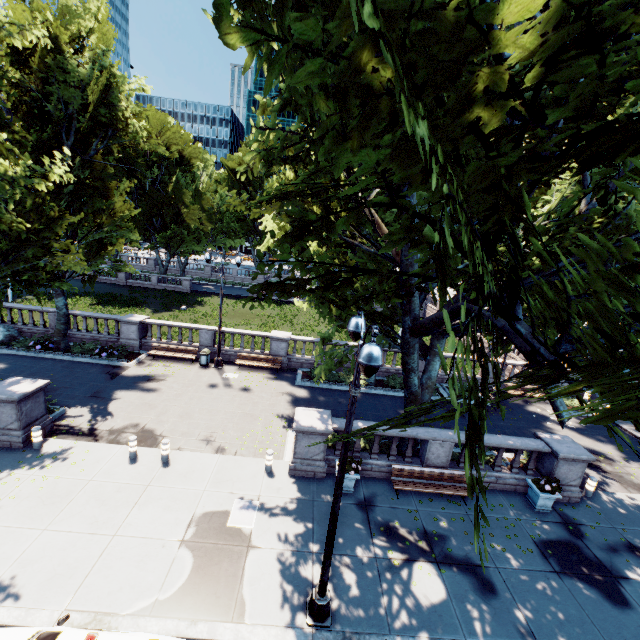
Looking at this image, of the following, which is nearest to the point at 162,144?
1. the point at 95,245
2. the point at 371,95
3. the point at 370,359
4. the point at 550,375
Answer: the point at 95,245

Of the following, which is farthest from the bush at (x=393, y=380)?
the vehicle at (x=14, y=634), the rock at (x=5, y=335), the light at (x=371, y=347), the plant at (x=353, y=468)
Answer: the rock at (x=5, y=335)

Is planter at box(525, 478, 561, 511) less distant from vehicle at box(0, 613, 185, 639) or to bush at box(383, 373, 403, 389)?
vehicle at box(0, 613, 185, 639)

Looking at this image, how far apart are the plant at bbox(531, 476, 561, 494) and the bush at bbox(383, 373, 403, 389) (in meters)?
8.54

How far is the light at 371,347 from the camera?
4.98m

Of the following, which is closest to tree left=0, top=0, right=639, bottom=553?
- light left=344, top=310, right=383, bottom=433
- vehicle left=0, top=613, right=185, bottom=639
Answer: light left=344, top=310, right=383, bottom=433

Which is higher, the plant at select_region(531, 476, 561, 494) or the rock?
the plant at select_region(531, 476, 561, 494)

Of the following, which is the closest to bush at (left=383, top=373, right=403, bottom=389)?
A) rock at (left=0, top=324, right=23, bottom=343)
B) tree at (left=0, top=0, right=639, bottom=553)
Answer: tree at (left=0, top=0, right=639, bottom=553)
